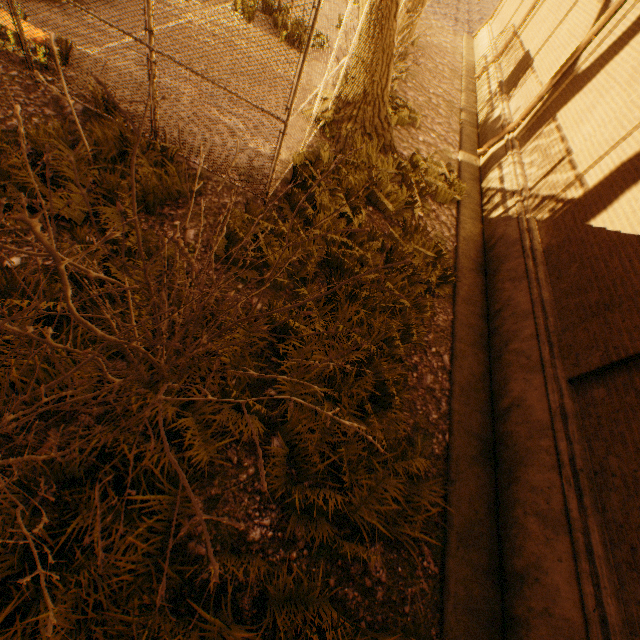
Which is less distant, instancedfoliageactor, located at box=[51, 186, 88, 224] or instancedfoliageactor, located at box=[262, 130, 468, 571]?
instancedfoliageactor, located at box=[262, 130, 468, 571]

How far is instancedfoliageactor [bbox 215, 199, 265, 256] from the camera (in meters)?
4.76

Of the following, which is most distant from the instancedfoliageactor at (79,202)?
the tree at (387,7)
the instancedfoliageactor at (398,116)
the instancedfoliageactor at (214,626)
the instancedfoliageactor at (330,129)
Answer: the instancedfoliageactor at (398,116)

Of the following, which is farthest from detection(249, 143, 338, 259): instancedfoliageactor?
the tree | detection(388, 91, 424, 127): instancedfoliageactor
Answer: detection(388, 91, 424, 127): instancedfoliageactor

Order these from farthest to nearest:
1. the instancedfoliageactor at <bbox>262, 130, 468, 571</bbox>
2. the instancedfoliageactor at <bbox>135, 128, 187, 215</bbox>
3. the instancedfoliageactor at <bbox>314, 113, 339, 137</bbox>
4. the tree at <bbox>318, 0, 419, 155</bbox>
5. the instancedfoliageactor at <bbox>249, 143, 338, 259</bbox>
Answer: the instancedfoliageactor at <bbox>314, 113, 339, 137</bbox> < the tree at <bbox>318, 0, 419, 155</bbox> < the instancedfoliageactor at <bbox>249, 143, 338, 259</bbox> < the instancedfoliageactor at <bbox>135, 128, 187, 215</bbox> < the instancedfoliageactor at <bbox>262, 130, 468, 571</bbox>

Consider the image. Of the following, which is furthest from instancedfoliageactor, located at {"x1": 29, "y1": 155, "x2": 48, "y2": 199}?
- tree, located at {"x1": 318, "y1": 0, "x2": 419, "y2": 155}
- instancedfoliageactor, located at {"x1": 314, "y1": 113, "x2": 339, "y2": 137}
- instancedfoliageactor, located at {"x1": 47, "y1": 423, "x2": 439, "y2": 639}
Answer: instancedfoliageactor, located at {"x1": 47, "y1": 423, "x2": 439, "y2": 639}

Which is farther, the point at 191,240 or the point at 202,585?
the point at 191,240

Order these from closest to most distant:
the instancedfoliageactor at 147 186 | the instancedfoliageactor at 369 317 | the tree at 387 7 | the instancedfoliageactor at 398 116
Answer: the instancedfoliageactor at 369 317 < the instancedfoliageactor at 147 186 < the tree at 387 7 < the instancedfoliageactor at 398 116
